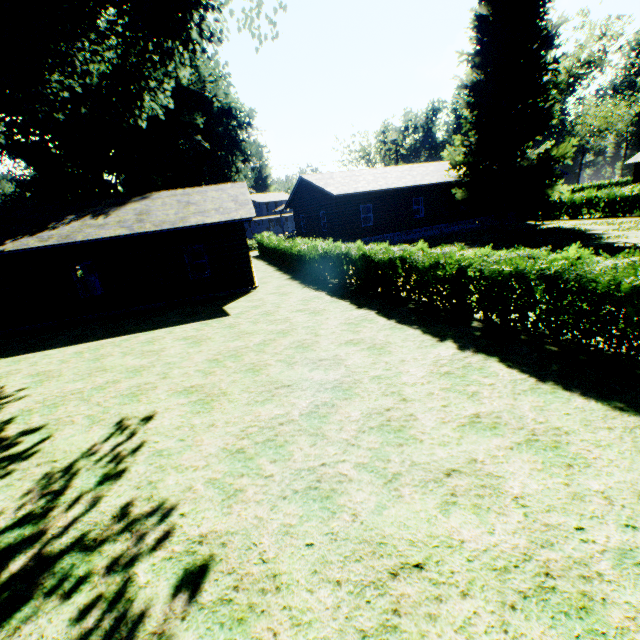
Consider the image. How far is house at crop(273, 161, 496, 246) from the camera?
24.6 meters

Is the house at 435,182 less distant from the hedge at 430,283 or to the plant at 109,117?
the plant at 109,117

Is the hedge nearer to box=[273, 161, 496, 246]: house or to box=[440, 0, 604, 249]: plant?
box=[440, 0, 604, 249]: plant

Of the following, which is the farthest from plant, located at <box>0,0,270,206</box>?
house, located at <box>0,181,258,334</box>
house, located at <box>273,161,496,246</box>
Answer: house, located at <box>0,181,258,334</box>

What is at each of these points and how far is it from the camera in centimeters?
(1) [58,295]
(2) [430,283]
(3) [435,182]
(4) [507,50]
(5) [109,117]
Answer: (1) house, 1491cm
(2) hedge, 900cm
(3) house, 2536cm
(4) plant, 1997cm
(5) plant, 1265cm

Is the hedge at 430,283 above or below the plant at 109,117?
below

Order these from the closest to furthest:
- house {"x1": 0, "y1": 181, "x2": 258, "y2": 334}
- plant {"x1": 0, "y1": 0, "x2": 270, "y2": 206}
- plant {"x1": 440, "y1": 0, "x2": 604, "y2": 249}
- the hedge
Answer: the hedge
plant {"x1": 0, "y1": 0, "x2": 270, "y2": 206}
house {"x1": 0, "y1": 181, "x2": 258, "y2": 334}
plant {"x1": 440, "y1": 0, "x2": 604, "y2": 249}

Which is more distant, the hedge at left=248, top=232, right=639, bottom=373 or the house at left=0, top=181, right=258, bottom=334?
the house at left=0, top=181, right=258, bottom=334
